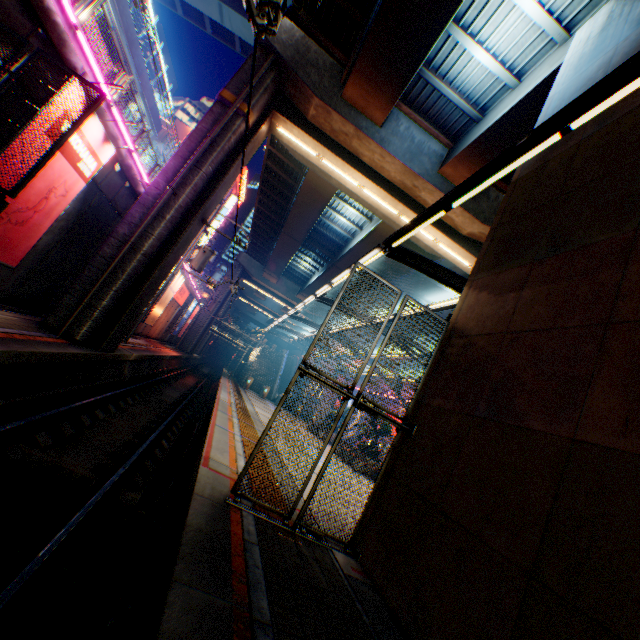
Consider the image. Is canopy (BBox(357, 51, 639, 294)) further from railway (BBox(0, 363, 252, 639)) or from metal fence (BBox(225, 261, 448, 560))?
railway (BBox(0, 363, 252, 639))

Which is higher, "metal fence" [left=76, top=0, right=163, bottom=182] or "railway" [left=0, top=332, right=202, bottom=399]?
"metal fence" [left=76, top=0, right=163, bottom=182]

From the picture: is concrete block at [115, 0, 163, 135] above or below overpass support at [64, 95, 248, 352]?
above

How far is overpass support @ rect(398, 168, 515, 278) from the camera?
15.2 meters

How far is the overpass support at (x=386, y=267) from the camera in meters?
27.2

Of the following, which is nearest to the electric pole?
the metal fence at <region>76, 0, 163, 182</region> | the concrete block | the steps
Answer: the metal fence at <region>76, 0, 163, 182</region>

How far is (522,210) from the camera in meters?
6.9 m
